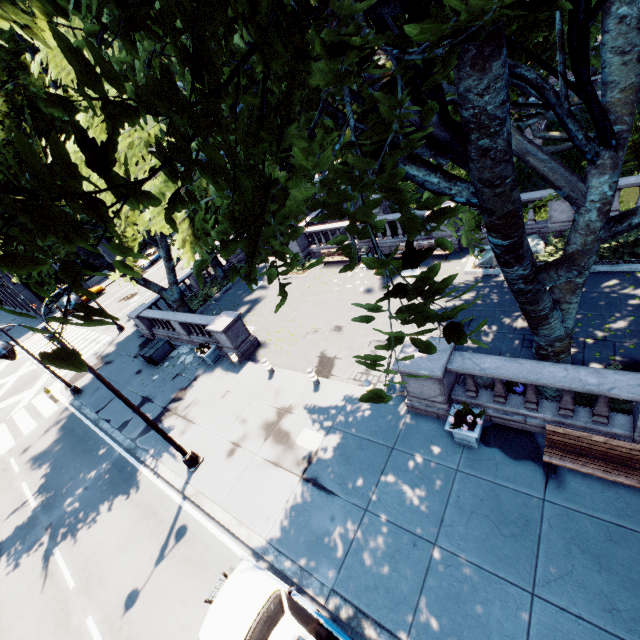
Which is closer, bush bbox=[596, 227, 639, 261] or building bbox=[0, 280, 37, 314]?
bush bbox=[596, 227, 639, 261]

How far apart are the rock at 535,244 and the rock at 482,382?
5.7 meters

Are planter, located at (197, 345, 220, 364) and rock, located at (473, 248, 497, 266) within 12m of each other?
no

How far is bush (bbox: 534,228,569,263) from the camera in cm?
1311

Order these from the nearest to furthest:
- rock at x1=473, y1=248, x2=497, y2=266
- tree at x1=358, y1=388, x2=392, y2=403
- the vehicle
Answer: tree at x1=358, y1=388, x2=392, y2=403 → the vehicle → rock at x1=473, y1=248, x2=497, y2=266

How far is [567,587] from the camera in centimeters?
608cm

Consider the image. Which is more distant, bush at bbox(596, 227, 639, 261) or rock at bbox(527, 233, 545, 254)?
rock at bbox(527, 233, 545, 254)

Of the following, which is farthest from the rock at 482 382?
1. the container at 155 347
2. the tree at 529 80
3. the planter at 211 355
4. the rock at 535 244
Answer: the container at 155 347
